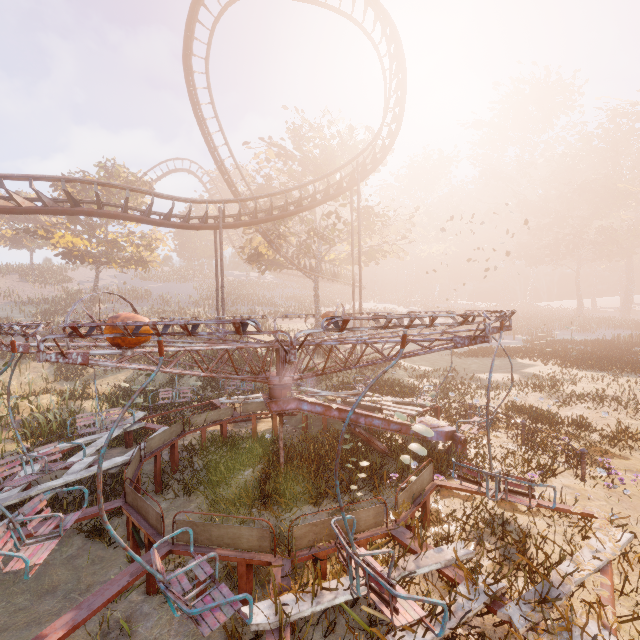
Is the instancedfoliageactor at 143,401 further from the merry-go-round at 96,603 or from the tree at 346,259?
the tree at 346,259

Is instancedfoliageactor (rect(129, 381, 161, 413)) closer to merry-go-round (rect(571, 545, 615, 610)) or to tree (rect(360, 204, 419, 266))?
merry-go-round (rect(571, 545, 615, 610))

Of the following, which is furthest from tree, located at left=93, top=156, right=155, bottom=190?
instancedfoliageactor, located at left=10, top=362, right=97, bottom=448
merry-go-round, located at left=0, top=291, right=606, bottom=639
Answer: instancedfoliageactor, located at left=10, top=362, right=97, bottom=448

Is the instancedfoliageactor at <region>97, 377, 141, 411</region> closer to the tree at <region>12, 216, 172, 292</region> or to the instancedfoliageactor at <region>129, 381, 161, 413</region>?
the tree at <region>12, 216, 172, 292</region>

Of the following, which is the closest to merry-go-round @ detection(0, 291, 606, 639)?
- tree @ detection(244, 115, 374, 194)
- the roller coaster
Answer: A: the roller coaster

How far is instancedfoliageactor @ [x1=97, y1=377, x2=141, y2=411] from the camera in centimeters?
1250cm

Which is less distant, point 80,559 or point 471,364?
point 80,559

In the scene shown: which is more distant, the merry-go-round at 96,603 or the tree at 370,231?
the tree at 370,231
